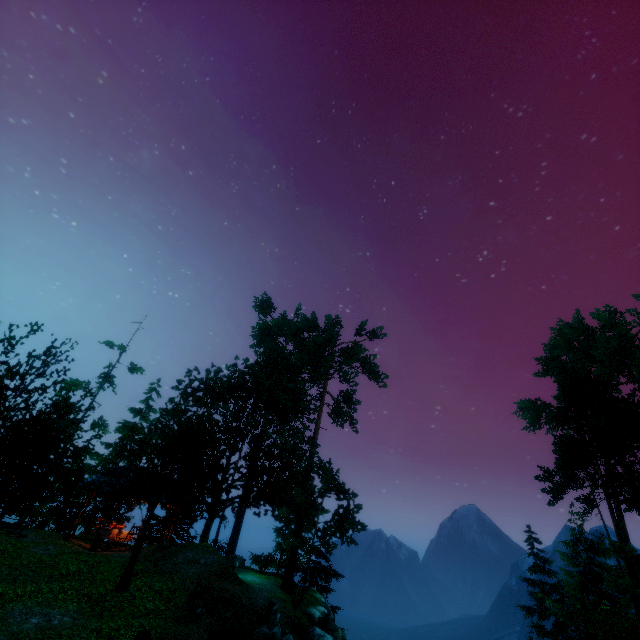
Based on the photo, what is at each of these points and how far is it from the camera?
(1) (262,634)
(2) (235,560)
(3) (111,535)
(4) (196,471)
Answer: (1) rock, 13.5m
(2) box, 23.1m
(3) table, 18.9m
(4) tree, 14.0m

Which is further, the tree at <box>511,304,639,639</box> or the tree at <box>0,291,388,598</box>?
the tree at <box>511,304,639,639</box>

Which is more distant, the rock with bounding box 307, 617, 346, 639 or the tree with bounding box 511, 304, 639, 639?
the tree with bounding box 511, 304, 639, 639

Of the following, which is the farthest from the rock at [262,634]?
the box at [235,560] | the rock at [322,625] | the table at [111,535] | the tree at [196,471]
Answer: the table at [111,535]

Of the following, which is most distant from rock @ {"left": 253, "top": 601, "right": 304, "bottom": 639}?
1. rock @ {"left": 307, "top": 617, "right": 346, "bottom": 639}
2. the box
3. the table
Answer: the table

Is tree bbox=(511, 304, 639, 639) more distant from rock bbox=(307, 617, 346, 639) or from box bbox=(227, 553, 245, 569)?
box bbox=(227, 553, 245, 569)

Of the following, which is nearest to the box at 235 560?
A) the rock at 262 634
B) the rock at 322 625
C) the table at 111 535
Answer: the table at 111 535

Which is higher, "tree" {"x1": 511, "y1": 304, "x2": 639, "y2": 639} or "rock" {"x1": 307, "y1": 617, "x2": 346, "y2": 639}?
"tree" {"x1": 511, "y1": 304, "x2": 639, "y2": 639}
